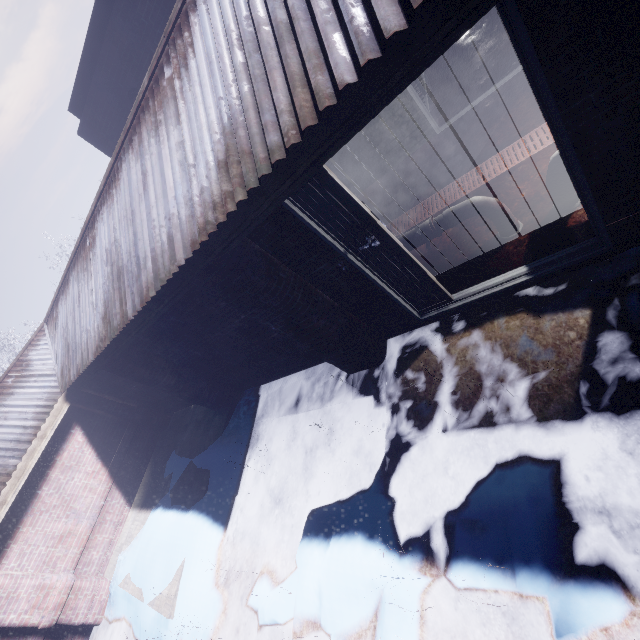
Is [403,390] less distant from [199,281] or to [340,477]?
[340,477]

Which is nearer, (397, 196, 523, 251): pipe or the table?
(397, 196, 523, 251): pipe

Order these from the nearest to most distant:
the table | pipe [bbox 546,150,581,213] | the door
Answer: the door
pipe [bbox 546,150,581,213]
the table

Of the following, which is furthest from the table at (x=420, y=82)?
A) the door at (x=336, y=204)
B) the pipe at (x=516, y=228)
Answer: the door at (x=336, y=204)

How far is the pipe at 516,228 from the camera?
2.9m

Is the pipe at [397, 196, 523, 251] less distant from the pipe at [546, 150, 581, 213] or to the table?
the pipe at [546, 150, 581, 213]

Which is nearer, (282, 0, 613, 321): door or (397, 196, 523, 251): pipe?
(282, 0, 613, 321): door

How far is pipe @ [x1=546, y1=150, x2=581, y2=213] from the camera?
2.51m
